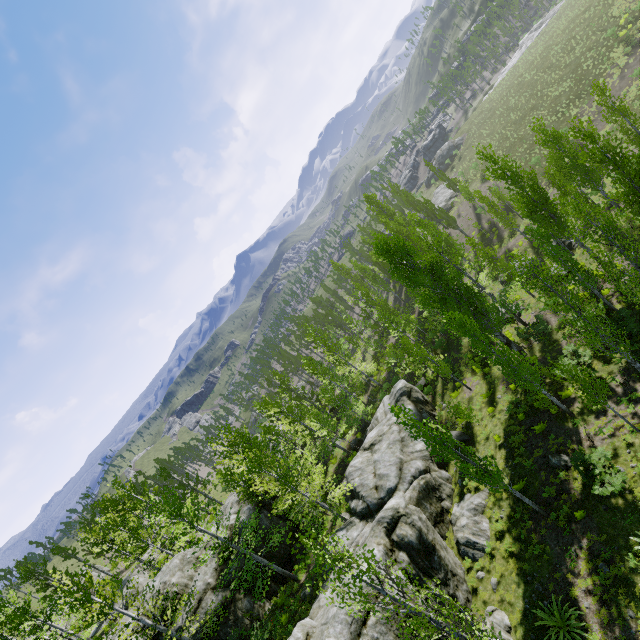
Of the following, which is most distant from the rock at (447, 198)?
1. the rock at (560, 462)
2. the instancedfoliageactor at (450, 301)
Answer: the rock at (560, 462)

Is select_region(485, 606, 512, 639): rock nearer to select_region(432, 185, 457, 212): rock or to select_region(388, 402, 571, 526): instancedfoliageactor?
select_region(388, 402, 571, 526): instancedfoliageactor

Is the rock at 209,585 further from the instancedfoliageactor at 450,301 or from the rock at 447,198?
the rock at 447,198

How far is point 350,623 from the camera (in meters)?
12.46

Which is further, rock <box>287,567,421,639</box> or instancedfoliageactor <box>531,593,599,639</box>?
rock <box>287,567,421,639</box>

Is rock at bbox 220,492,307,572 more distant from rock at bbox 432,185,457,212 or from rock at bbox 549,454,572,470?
rock at bbox 432,185,457,212

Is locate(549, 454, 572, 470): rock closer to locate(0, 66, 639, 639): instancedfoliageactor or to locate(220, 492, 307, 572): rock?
locate(0, 66, 639, 639): instancedfoliageactor

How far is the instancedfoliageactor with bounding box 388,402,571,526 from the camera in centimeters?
1305cm
